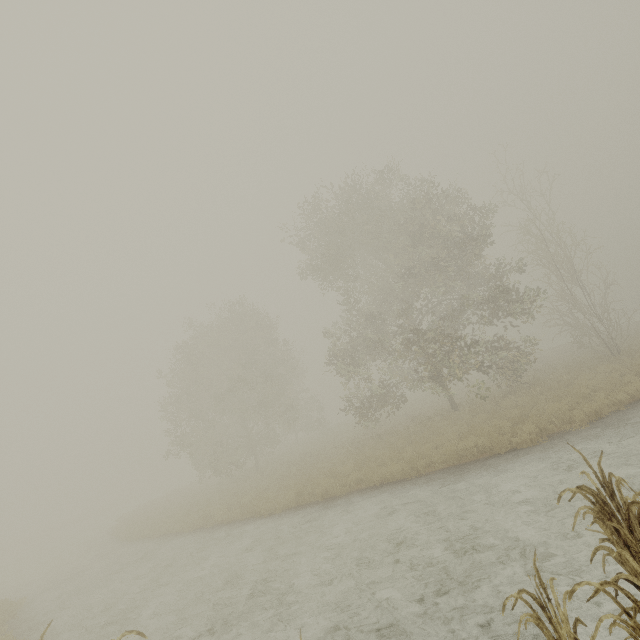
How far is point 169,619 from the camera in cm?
834
